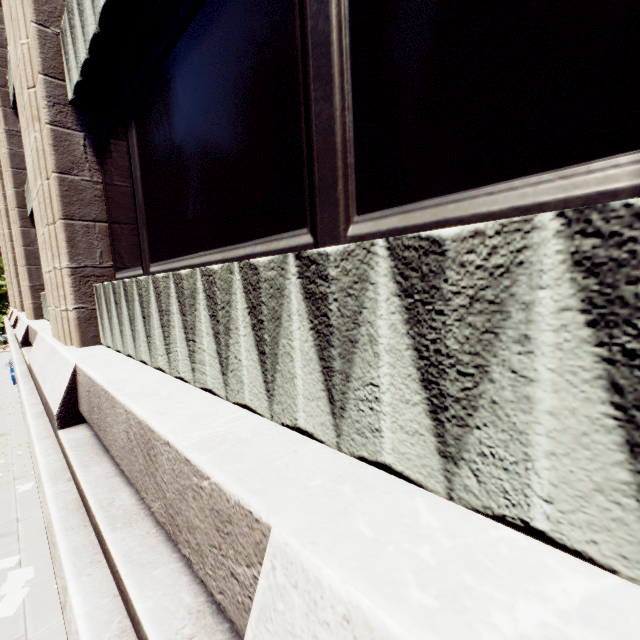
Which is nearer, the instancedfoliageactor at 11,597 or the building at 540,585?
the building at 540,585

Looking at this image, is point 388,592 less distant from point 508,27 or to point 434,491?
point 434,491

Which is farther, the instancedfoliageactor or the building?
the instancedfoliageactor

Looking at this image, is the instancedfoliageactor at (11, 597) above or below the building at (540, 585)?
below

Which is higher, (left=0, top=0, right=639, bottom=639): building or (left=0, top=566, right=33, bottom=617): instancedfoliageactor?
(left=0, top=0, right=639, bottom=639): building
